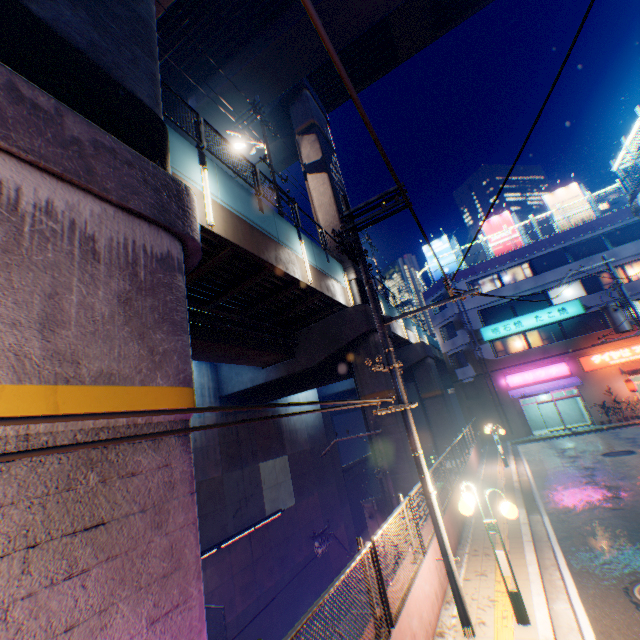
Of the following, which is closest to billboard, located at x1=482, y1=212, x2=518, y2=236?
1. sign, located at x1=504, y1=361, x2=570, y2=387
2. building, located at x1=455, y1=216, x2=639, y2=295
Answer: building, located at x1=455, y1=216, x2=639, y2=295

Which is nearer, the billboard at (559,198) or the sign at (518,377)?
the sign at (518,377)

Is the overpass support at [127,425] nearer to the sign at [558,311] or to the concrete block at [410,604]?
the concrete block at [410,604]

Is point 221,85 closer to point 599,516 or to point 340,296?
point 340,296

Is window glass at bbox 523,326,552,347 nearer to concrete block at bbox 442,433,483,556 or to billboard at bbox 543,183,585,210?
concrete block at bbox 442,433,483,556

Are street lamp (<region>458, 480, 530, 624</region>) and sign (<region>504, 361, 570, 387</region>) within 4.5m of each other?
no

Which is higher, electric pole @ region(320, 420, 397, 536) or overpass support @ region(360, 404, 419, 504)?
overpass support @ region(360, 404, 419, 504)

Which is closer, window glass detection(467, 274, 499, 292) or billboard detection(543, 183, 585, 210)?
billboard detection(543, 183, 585, 210)
